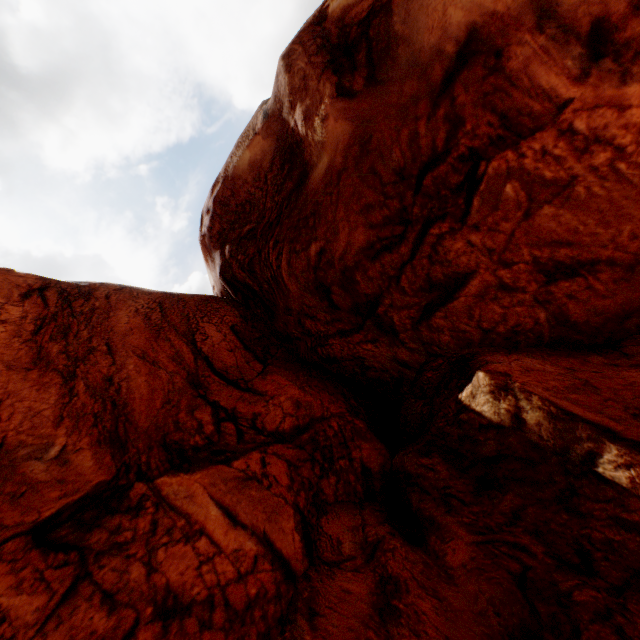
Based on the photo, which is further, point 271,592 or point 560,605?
point 271,592
